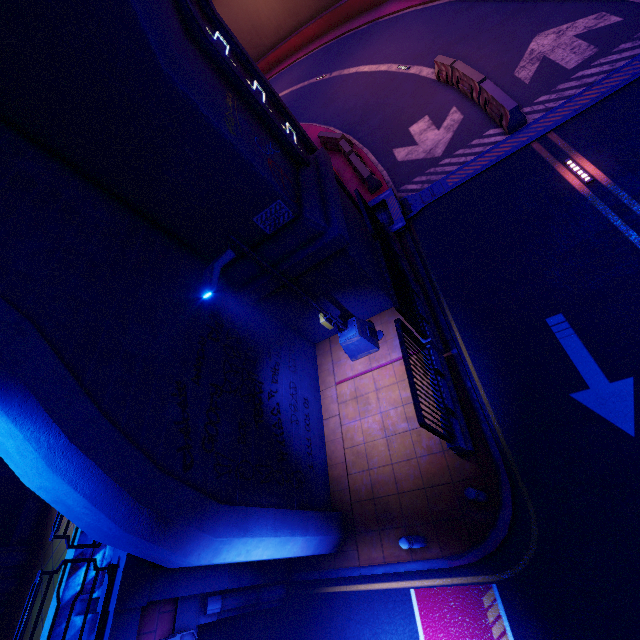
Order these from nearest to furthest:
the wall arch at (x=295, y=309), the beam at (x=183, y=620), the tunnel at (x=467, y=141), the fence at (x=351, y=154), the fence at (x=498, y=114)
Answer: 1. the beam at (x=183, y=620)
2. the wall arch at (x=295, y=309)
3. the tunnel at (x=467, y=141)
4. the fence at (x=498, y=114)
5. the fence at (x=351, y=154)

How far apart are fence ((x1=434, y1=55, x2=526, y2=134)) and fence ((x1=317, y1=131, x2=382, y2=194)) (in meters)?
4.89

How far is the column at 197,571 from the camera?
6.3m

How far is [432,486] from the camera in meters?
7.7

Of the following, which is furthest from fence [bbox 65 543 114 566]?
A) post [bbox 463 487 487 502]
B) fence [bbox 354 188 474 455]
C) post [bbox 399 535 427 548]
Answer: post [bbox 463 487 487 502]

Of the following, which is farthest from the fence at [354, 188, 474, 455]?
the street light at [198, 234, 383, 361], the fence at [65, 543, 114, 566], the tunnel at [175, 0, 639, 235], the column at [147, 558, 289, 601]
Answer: the fence at [65, 543, 114, 566]

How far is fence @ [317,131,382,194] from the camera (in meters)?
13.97

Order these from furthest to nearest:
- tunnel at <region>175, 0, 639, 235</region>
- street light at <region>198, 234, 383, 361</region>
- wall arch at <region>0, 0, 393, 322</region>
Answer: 1. tunnel at <region>175, 0, 639, 235</region>
2. street light at <region>198, 234, 383, 361</region>
3. wall arch at <region>0, 0, 393, 322</region>
